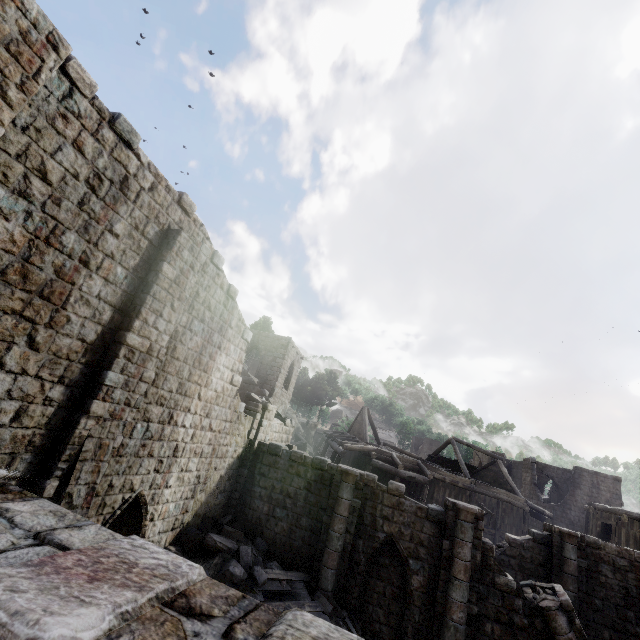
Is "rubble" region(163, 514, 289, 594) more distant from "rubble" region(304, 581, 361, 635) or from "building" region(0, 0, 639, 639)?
"rubble" region(304, 581, 361, 635)

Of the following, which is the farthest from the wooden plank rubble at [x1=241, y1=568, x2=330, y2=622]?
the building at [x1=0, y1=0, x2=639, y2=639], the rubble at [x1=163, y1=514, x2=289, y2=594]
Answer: the building at [x1=0, y1=0, x2=639, y2=639]

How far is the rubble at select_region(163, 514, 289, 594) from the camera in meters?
10.7 m

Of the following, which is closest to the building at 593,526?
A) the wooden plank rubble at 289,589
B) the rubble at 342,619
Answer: the rubble at 342,619

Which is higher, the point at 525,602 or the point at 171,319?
the point at 171,319

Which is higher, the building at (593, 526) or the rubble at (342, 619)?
the building at (593, 526)

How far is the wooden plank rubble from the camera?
10.71m
